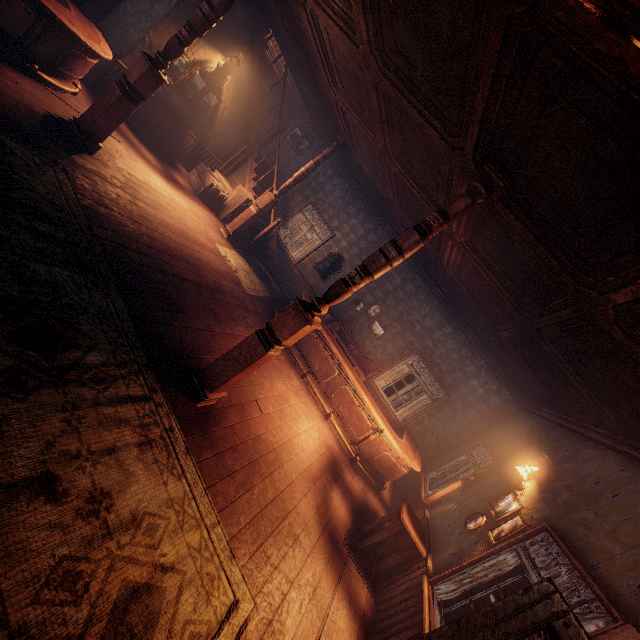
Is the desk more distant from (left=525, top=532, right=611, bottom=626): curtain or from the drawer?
the drawer

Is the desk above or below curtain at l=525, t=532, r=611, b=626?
below

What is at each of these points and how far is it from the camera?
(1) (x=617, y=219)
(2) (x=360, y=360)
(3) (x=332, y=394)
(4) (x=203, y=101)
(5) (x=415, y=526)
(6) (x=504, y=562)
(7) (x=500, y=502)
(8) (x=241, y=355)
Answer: (1) building, 2.2 meters
(2) desk, 9.6 meters
(3) table, 6.9 meters
(4) paintings, 8.1 meters
(5) drawer, 4.8 meters
(6) curtain, 3.5 meters
(7) photos, 4.7 meters
(8) pillars, 3.5 meters

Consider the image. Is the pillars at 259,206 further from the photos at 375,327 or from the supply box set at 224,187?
the photos at 375,327

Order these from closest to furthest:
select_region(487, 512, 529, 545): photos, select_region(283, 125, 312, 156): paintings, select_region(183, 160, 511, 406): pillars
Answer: select_region(183, 160, 511, 406): pillars < select_region(487, 512, 529, 545): photos < select_region(283, 125, 312, 156): paintings

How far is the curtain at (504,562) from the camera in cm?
349

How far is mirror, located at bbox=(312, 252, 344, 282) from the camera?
10.3 meters

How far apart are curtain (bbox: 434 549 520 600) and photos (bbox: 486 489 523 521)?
0.77m
